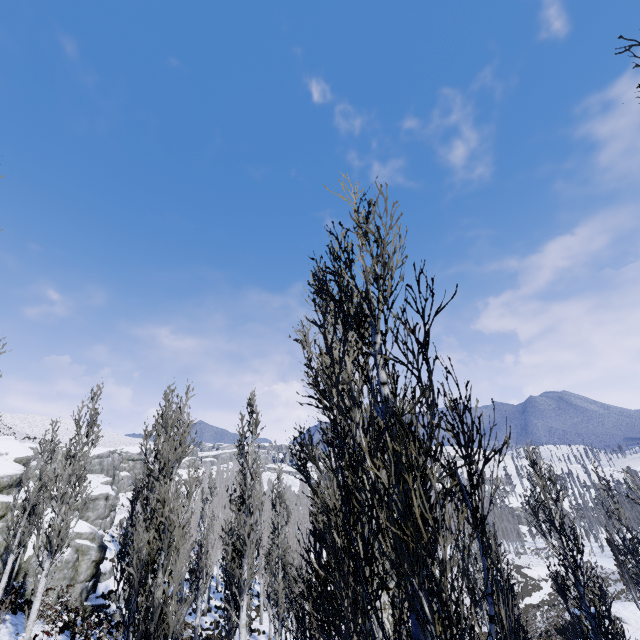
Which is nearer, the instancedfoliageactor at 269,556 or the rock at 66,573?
the instancedfoliageactor at 269,556

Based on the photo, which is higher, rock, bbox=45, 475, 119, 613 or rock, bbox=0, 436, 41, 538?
rock, bbox=0, 436, 41, 538

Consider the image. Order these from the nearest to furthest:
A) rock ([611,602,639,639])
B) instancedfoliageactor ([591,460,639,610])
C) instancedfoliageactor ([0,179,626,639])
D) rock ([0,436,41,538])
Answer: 1. instancedfoliageactor ([0,179,626,639])
2. instancedfoliageactor ([591,460,639,610])
3. rock ([0,436,41,538])
4. rock ([611,602,639,639])

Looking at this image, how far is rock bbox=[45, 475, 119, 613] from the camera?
21.7 meters

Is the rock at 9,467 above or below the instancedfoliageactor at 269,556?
above

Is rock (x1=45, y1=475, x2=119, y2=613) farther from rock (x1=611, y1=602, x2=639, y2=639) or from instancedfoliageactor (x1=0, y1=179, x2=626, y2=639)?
rock (x1=611, y1=602, x2=639, y2=639)

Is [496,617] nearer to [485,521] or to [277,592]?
[277,592]
